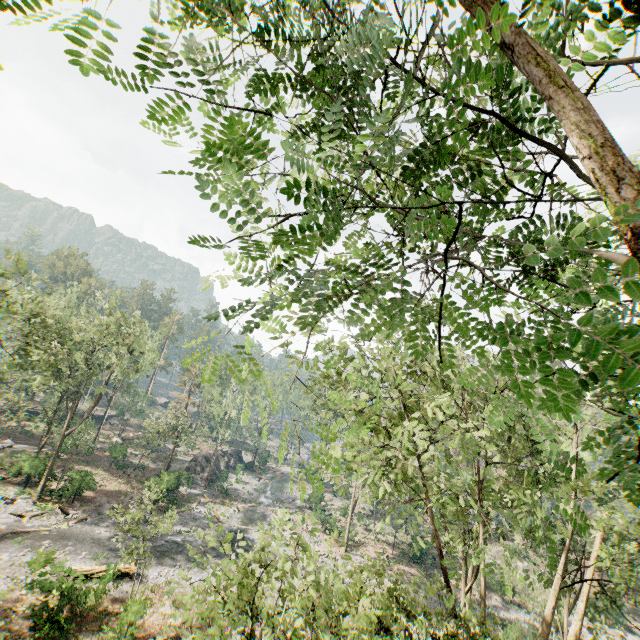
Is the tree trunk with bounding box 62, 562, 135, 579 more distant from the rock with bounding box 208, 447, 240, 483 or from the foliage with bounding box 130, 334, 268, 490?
the rock with bounding box 208, 447, 240, 483

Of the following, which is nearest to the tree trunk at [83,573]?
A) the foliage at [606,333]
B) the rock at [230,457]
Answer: the foliage at [606,333]

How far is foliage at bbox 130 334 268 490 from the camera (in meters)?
4.38

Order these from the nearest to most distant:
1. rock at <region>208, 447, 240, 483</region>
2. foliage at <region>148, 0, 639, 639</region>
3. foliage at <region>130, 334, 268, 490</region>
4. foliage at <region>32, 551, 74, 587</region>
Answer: foliage at <region>148, 0, 639, 639</region> < foliage at <region>130, 334, 268, 490</region> < foliage at <region>32, 551, 74, 587</region> < rock at <region>208, 447, 240, 483</region>

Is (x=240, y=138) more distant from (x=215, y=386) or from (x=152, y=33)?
(x=215, y=386)

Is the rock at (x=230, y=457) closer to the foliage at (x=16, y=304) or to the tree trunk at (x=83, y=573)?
the foliage at (x=16, y=304)

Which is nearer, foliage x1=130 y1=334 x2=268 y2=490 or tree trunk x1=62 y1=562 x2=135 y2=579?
foliage x1=130 y1=334 x2=268 y2=490
